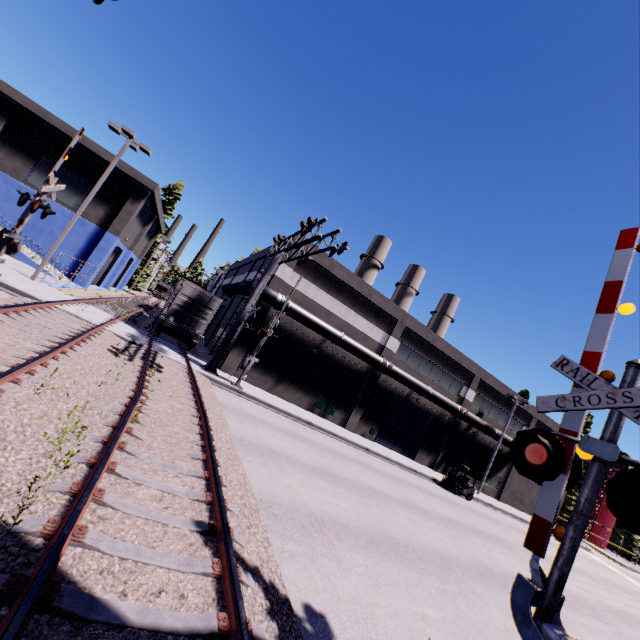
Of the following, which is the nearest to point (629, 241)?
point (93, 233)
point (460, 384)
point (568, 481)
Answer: point (568, 481)

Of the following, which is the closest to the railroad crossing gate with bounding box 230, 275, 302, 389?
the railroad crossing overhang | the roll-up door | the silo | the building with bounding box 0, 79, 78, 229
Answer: the railroad crossing overhang

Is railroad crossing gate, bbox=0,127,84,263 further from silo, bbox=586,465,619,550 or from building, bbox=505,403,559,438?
silo, bbox=586,465,619,550

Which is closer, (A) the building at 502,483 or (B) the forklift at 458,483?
(B) the forklift at 458,483

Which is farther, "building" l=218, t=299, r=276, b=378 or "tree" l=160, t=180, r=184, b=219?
"tree" l=160, t=180, r=184, b=219

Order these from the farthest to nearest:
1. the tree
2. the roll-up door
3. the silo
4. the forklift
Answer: the tree
the silo
the roll-up door
the forklift

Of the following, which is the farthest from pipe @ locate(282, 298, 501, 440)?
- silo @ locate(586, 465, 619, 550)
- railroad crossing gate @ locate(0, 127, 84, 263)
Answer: silo @ locate(586, 465, 619, 550)

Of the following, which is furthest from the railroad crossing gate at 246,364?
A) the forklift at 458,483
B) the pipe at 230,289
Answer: the forklift at 458,483
